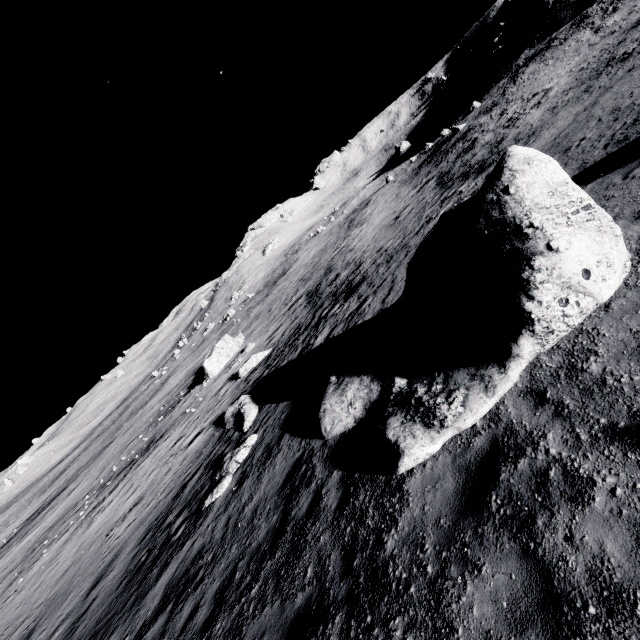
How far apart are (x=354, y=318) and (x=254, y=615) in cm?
1172

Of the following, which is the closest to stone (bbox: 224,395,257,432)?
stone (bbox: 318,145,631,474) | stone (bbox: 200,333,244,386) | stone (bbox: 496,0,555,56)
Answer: stone (bbox: 318,145,631,474)

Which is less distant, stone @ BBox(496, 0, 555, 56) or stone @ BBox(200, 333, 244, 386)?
stone @ BBox(200, 333, 244, 386)

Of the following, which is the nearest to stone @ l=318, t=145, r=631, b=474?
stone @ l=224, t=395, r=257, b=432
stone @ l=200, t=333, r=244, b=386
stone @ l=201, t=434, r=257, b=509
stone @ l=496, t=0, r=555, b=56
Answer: stone @ l=201, t=434, r=257, b=509

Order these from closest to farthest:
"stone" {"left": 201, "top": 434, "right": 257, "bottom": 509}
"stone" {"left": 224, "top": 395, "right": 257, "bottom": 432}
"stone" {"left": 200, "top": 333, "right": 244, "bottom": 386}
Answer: "stone" {"left": 201, "top": 434, "right": 257, "bottom": 509}, "stone" {"left": 224, "top": 395, "right": 257, "bottom": 432}, "stone" {"left": 200, "top": 333, "right": 244, "bottom": 386}

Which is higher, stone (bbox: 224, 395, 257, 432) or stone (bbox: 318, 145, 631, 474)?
stone (bbox: 318, 145, 631, 474)

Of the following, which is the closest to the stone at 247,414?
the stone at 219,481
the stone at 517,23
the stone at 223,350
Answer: the stone at 219,481

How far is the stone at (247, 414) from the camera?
15.2 meters
